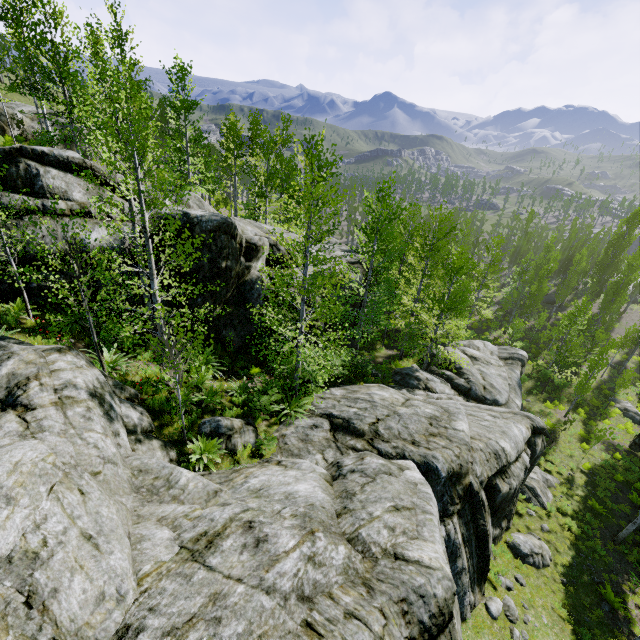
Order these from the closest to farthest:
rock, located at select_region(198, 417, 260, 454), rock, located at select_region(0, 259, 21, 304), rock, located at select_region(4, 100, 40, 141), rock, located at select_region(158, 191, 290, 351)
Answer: rock, located at select_region(198, 417, 260, 454) → rock, located at select_region(0, 259, 21, 304) → rock, located at select_region(158, 191, 290, 351) → rock, located at select_region(4, 100, 40, 141)

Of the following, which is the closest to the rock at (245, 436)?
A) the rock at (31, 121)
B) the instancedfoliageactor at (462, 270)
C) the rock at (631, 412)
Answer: the instancedfoliageactor at (462, 270)

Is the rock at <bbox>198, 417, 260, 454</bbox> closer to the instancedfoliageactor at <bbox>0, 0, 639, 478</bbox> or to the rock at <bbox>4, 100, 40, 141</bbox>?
the instancedfoliageactor at <bbox>0, 0, 639, 478</bbox>

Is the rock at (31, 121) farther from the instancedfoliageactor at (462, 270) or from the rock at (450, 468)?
the instancedfoliageactor at (462, 270)

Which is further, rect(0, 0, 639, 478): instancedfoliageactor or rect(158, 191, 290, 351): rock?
rect(158, 191, 290, 351): rock

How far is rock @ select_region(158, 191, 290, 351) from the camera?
12.2 meters

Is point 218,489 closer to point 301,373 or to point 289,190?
point 301,373

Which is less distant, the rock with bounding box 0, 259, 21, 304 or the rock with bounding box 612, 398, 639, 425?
the rock with bounding box 0, 259, 21, 304
